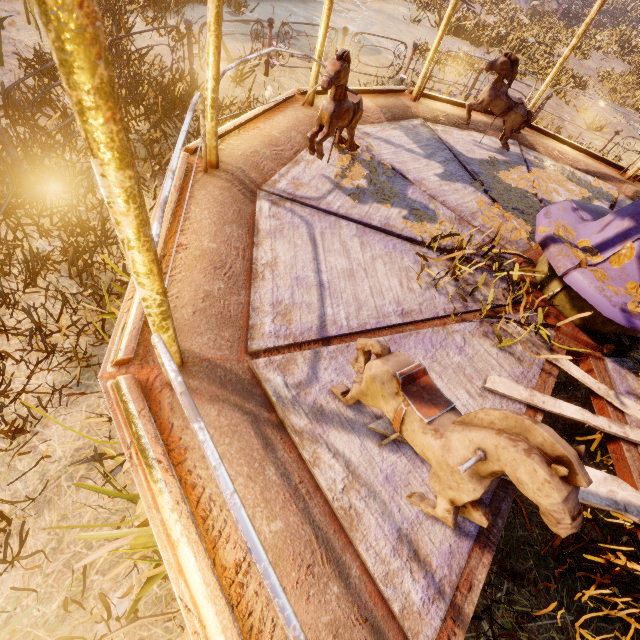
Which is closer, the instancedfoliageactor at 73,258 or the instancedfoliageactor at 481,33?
the instancedfoliageactor at 73,258

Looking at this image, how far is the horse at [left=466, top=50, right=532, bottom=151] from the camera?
3.97m

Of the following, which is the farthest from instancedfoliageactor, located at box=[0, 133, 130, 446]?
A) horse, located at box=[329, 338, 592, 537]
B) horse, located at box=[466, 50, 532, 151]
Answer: horse, located at box=[466, 50, 532, 151]

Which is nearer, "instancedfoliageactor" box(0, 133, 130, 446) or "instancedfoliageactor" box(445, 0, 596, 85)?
"instancedfoliageactor" box(0, 133, 130, 446)

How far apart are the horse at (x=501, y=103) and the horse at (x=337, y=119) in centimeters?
195cm

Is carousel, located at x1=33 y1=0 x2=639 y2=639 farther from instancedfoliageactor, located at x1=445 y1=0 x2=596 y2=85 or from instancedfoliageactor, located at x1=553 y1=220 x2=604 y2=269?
instancedfoliageactor, located at x1=445 y1=0 x2=596 y2=85

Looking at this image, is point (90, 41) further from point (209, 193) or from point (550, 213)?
point (550, 213)

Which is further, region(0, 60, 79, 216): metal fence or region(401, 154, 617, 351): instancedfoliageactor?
region(0, 60, 79, 216): metal fence
